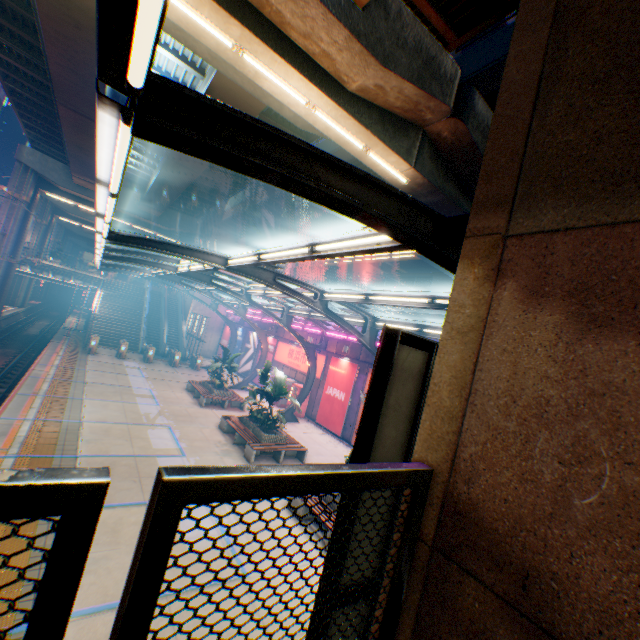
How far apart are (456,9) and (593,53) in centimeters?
1137cm

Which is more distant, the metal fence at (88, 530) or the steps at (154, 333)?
the steps at (154, 333)

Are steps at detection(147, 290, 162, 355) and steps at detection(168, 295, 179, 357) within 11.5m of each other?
yes

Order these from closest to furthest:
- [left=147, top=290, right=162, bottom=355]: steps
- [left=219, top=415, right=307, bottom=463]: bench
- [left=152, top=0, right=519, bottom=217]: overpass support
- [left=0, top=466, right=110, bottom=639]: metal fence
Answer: [left=0, top=466, right=110, bottom=639]: metal fence, [left=152, top=0, right=519, bottom=217]: overpass support, [left=219, top=415, right=307, bottom=463]: bench, [left=147, top=290, right=162, bottom=355]: steps

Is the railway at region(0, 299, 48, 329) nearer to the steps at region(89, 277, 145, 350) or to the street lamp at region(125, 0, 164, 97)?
the steps at region(89, 277, 145, 350)

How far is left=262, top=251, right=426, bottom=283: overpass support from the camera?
26.5m

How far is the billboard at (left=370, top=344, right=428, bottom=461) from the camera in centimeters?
273cm

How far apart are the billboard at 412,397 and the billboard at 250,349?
27.3m
